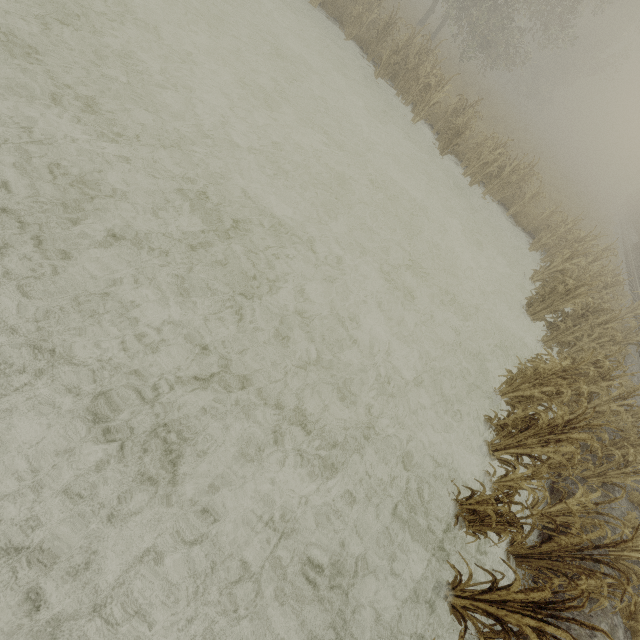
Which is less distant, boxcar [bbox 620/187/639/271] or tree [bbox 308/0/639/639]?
tree [bbox 308/0/639/639]

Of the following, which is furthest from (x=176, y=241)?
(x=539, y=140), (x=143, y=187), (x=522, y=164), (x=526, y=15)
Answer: (x=526, y=15)

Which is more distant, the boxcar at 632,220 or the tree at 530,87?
the boxcar at 632,220
